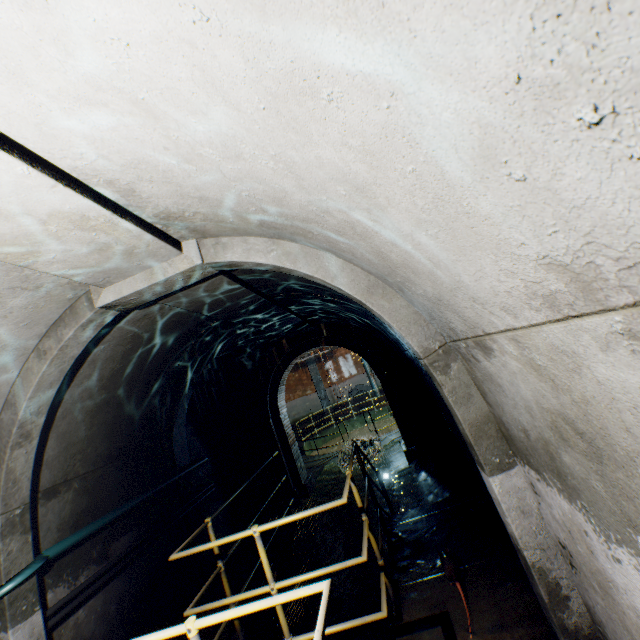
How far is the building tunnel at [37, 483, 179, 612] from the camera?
3.3 meters

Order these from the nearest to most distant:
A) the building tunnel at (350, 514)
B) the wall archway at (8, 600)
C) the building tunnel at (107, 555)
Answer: the wall archway at (8, 600) < the building tunnel at (107, 555) < the building tunnel at (350, 514)

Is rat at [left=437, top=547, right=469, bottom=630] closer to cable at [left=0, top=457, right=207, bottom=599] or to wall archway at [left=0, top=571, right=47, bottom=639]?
wall archway at [left=0, top=571, right=47, bottom=639]

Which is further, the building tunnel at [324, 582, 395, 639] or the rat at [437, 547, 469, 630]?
the building tunnel at [324, 582, 395, 639]

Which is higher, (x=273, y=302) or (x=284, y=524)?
(x=273, y=302)

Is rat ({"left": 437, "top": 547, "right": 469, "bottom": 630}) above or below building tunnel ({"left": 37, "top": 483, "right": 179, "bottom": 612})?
below

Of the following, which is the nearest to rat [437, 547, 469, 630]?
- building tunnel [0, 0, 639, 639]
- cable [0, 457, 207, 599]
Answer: building tunnel [0, 0, 639, 639]

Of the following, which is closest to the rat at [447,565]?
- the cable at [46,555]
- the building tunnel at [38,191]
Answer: the building tunnel at [38,191]
